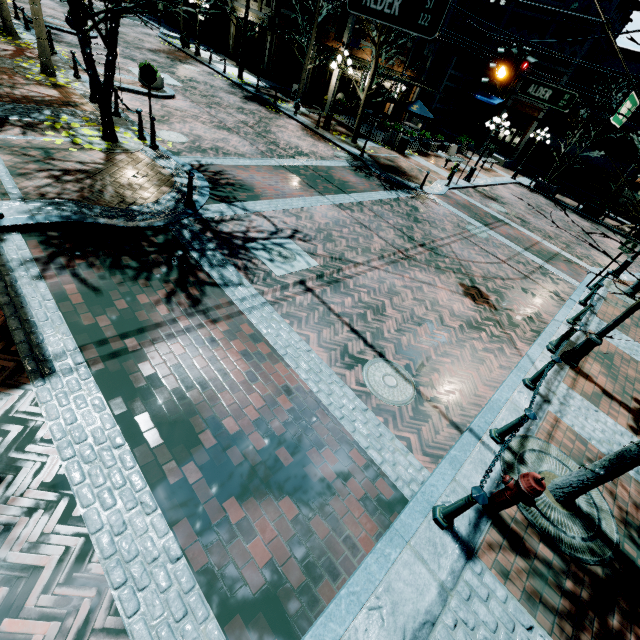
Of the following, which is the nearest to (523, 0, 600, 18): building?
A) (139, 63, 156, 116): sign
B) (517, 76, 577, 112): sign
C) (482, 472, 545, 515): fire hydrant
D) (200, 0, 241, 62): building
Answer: (200, 0, 241, 62): building

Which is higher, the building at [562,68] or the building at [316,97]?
the building at [562,68]

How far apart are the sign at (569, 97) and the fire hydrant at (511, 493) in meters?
11.2

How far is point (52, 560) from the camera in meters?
3.0

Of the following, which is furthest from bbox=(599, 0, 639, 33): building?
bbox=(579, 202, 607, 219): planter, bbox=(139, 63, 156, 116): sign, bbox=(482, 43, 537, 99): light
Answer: bbox=(139, 63, 156, 116): sign

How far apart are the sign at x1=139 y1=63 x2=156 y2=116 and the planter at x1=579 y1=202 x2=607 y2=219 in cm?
2749

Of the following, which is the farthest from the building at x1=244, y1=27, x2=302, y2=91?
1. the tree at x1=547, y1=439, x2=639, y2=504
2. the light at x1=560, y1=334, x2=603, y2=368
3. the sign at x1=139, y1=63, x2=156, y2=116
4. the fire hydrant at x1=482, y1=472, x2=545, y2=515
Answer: the light at x1=560, y1=334, x2=603, y2=368

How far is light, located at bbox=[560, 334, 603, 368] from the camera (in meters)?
7.31
